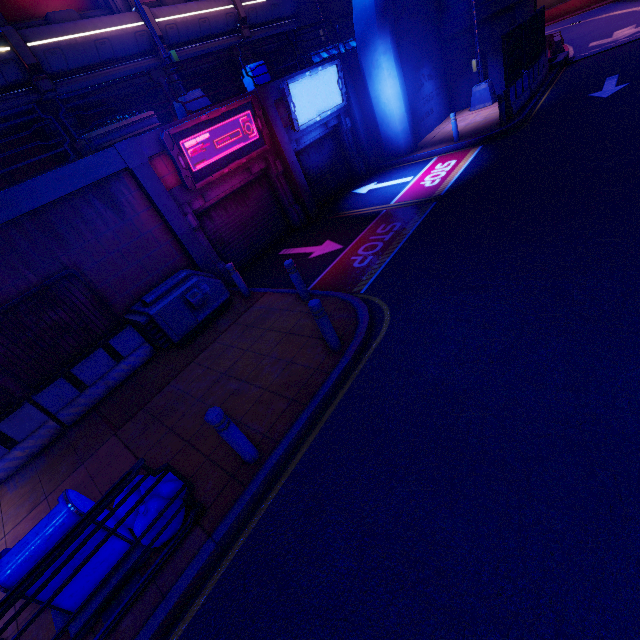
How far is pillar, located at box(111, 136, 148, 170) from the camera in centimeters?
804cm

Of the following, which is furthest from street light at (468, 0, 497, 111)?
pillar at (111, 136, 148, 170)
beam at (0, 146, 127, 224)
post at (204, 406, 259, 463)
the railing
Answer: the railing

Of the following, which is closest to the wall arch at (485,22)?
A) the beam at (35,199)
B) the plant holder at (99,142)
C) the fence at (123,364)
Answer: the plant holder at (99,142)

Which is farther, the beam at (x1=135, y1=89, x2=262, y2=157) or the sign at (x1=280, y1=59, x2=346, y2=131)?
the sign at (x1=280, y1=59, x2=346, y2=131)

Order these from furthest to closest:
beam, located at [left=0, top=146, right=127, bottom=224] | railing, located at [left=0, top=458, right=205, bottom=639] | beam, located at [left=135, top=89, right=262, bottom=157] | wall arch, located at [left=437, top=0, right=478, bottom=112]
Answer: wall arch, located at [left=437, top=0, right=478, bottom=112], beam, located at [left=135, top=89, right=262, bottom=157], beam, located at [left=0, top=146, right=127, bottom=224], railing, located at [left=0, top=458, right=205, bottom=639]

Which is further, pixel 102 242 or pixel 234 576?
pixel 102 242

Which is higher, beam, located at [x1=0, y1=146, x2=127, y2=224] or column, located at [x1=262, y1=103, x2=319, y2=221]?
beam, located at [x1=0, y1=146, x2=127, y2=224]

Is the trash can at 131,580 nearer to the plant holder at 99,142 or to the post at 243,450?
the post at 243,450
